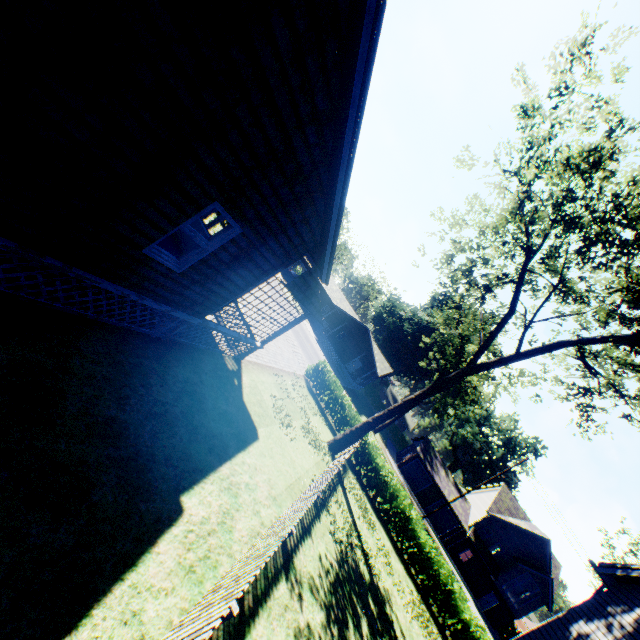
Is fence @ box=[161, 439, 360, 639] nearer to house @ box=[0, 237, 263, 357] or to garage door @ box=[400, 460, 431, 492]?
house @ box=[0, 237, 263, 357]

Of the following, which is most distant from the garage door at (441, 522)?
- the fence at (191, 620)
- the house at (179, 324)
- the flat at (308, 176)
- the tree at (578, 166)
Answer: the flat at (308, 176)

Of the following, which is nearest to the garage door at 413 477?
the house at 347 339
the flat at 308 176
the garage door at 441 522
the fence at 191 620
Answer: the garage door at 441 522

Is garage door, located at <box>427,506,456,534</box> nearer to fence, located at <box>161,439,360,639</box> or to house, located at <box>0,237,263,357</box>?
fence, located at <box>161,439,360,639</box>

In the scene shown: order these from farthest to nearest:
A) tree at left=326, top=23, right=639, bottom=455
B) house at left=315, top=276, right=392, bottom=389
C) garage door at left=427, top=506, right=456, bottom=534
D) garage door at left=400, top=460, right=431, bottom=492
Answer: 1. house at left=315, top=276, right=392, bottom=389
2. garage door at left=400, top=460, right=431, bottom=492
3. garage door at left=427, top=506, right=456, bottom=534
4. tree at left=326, top=23, right=639, bottom=455

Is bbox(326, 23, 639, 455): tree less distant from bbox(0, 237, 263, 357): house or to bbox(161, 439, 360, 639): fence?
bbox(161, 439, 360, 639): fence

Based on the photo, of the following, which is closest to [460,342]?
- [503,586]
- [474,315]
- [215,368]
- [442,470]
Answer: [442,470]

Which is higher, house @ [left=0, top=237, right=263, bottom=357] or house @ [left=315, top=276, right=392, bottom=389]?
house @ [left=315, top=276, right=392, bottom=389]
